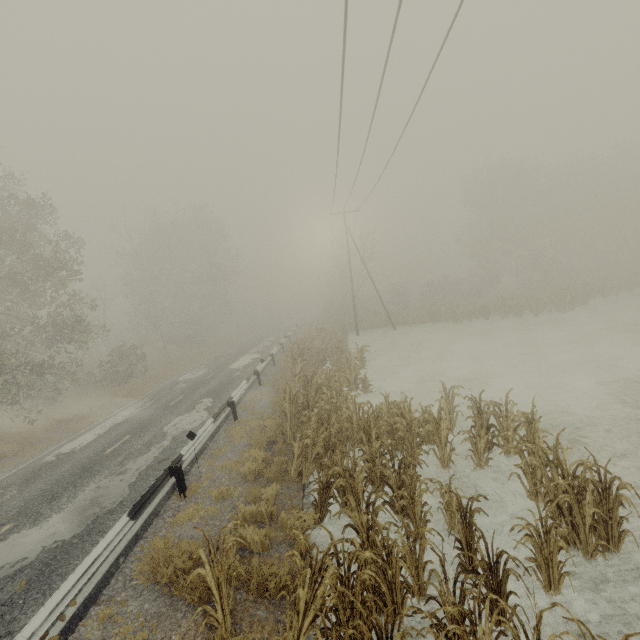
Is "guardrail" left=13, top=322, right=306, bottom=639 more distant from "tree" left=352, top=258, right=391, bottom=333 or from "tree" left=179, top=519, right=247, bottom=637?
"tree" left=179, top=519, right=247, bottom=637

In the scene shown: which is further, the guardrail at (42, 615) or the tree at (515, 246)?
the tree at (515, 246)

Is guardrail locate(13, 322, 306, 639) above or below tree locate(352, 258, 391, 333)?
below

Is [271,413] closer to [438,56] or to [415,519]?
[415,519]

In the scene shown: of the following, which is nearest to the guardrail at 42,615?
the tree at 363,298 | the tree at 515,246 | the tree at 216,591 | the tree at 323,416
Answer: the tree at 363,298

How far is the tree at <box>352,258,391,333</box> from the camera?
33.2 meters

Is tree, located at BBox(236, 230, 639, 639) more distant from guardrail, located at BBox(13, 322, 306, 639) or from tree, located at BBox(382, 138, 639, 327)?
tree, located at BBox(382, 138, 639, 327)

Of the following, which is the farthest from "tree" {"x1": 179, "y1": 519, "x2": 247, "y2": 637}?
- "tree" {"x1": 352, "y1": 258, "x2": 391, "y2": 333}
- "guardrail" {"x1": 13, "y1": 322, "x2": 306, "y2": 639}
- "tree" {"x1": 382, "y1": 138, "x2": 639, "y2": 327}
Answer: "tree" {"x1": 382, "y1": 138, "x2": 639, "y2": 327}
